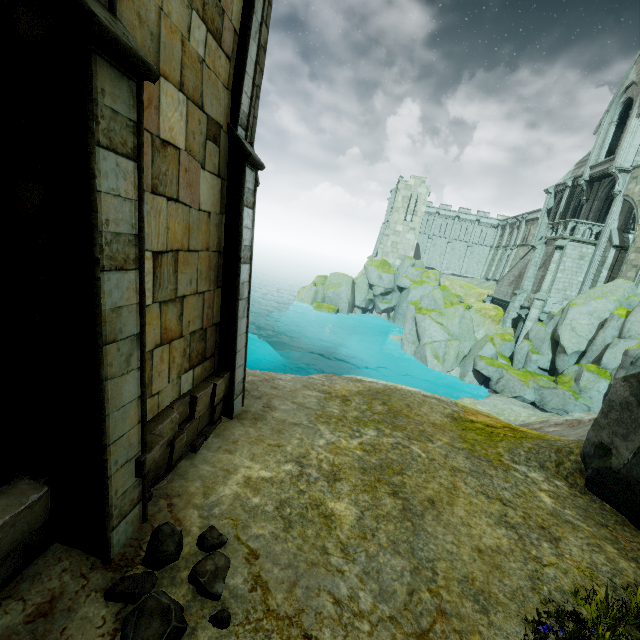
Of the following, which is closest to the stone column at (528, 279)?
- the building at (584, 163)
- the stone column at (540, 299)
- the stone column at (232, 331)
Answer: the building at (584, 163)

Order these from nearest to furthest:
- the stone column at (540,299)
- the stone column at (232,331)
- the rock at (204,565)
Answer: the rock at (204,565), the stone column at (232,331), the stone column at (540,299)

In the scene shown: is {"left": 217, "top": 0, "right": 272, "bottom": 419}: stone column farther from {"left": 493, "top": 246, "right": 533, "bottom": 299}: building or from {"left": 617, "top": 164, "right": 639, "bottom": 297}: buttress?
{"left": 493, "top": 246, "right": 533, "bottom": 299}: building

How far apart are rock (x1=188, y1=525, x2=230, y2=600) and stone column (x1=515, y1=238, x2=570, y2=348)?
29.8m

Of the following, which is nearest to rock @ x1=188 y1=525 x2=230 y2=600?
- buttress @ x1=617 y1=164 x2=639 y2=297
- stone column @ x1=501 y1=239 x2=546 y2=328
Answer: buttress @ x1=617 y1=164 x2=639 y2=297

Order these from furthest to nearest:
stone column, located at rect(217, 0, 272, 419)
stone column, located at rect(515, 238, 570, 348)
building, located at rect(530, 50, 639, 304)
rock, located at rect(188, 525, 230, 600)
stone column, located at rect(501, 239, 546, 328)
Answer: stone column, located at rect(501, 239, 546, 328) < stone column, located at rect(515, 238, 570, 348) < building, located at rect(530, 50, 639, 304) < stone column, located at rect(217, 0, 272, 419) < rock, located at rect(188, 525, 230, 600)

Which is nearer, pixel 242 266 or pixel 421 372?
pixel 242 266

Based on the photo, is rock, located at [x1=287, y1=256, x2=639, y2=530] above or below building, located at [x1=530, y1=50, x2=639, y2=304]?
below
